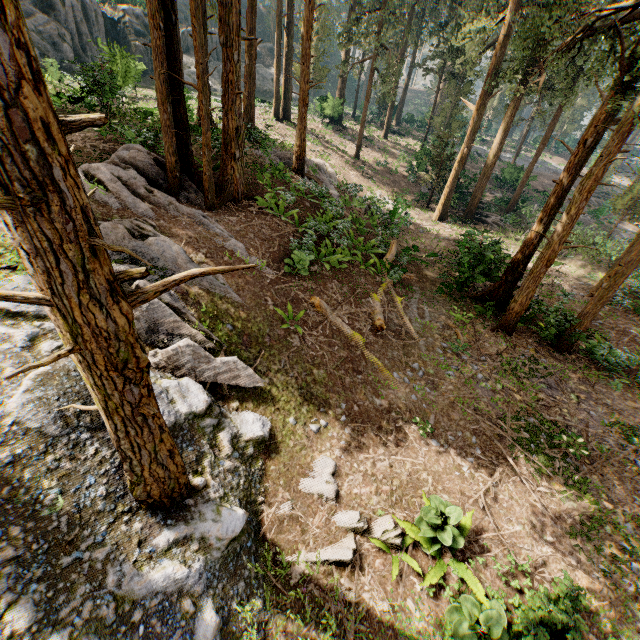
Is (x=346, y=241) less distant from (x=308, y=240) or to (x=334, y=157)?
(x=308, y=240)

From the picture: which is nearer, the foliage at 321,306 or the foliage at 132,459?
the foliage at 132,459

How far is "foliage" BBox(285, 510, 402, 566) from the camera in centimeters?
618cm

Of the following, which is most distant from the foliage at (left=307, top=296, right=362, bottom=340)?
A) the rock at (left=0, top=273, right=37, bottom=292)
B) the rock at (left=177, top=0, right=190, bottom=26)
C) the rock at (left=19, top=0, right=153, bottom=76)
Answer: the rock at (left=19, top=0, right=153, bottom=76)

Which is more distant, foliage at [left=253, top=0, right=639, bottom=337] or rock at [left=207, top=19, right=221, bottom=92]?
rock at [left=207, top=19, right=221, bottom=92]

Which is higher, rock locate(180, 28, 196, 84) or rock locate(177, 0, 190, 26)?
rock locate(177, 0, 190, 26)
